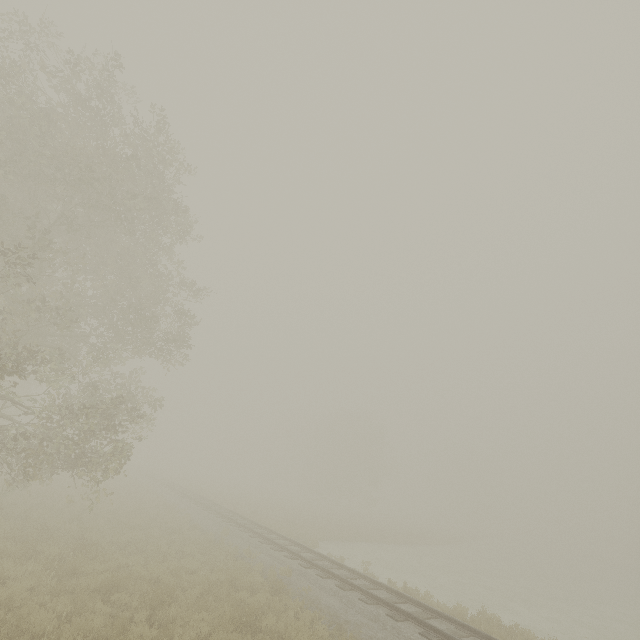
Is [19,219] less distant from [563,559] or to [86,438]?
[86,438]
